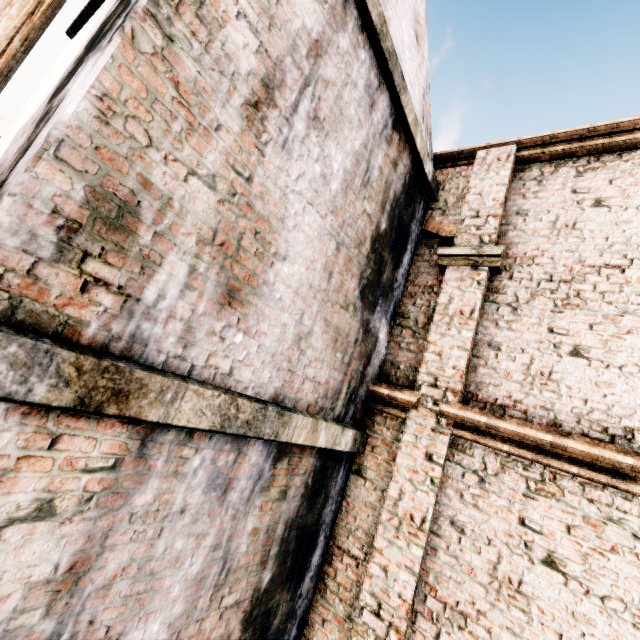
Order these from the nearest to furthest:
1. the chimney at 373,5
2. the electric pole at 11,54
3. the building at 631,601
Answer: the chimney at 373,5 → the electric pole at 11,54 → the building at 631,601

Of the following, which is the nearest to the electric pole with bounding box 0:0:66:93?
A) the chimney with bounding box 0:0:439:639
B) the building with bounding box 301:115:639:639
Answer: the chimney with bounding box 0:0:439:639

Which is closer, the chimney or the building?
the chimney

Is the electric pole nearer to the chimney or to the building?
the chimney

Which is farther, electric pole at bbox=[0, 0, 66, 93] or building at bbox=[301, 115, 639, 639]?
building at bbox=[301, 115, 639, 639]

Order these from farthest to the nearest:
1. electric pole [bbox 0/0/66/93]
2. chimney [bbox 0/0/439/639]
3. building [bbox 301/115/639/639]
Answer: building [bbox 301/115/639/639]
electric pole [bbox 0/0/66/93]
chimney [bbox 0/0/439/639]

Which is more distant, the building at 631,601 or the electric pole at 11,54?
the building at 631,601

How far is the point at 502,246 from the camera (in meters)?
4.69
